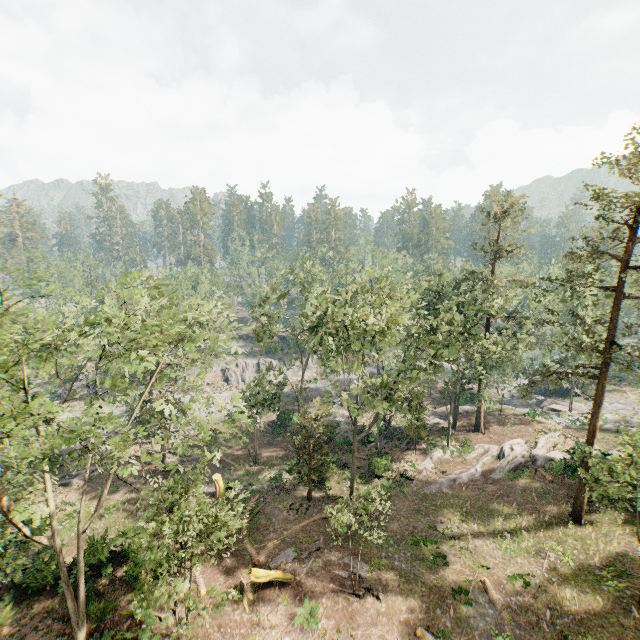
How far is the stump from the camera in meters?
28.4

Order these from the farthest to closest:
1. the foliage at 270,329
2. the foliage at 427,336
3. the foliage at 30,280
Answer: the foliage at 270,329
the foliage at 427,336
the foliage at 30,280

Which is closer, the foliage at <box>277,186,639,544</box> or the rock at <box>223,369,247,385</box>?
the foliage at <box>277,186,639,544</box>

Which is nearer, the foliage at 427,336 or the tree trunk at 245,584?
the tree trunk at 245,584

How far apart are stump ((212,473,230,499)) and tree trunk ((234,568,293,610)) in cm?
906

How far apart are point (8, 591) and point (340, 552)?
21.14m

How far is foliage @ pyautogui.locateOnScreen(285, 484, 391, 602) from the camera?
18.4m
